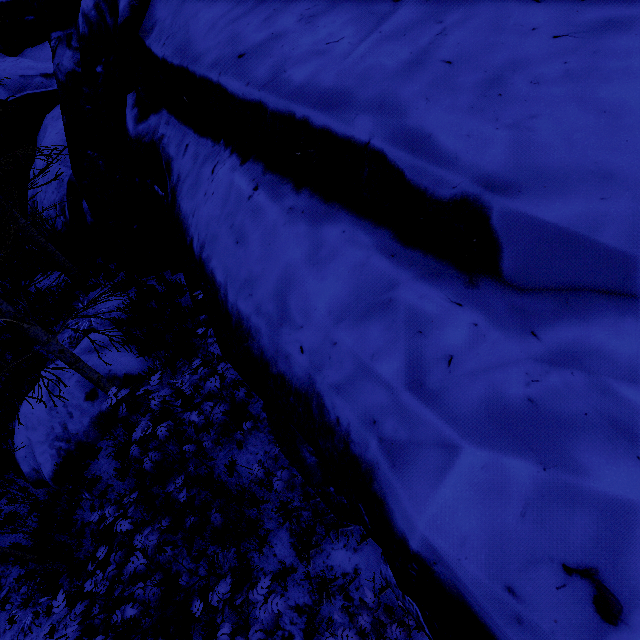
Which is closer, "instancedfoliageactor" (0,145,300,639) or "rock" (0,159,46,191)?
"instancedfoliageactor" (0,145,300,639)

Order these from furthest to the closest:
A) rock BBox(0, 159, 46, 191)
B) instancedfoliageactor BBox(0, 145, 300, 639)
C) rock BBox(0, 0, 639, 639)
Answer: rock BBox(0, 159, 46, 191) → instancedfoliageactor BBox(0, 145, 300, 639) → rock BBox(0, 0, 639, 639)

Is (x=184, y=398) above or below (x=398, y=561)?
below

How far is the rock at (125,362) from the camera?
6.9m

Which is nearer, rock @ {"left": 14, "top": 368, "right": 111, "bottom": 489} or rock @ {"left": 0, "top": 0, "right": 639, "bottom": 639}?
rock @ {"left": 0, "top": 0, "right": 639, "bottom": 639}

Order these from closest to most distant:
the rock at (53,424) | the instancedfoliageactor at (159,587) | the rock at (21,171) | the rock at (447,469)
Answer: the rock at (447,469)
the instancedfoliageactor at (159,587)
the rock at (53,424)
the rock at (21,171)

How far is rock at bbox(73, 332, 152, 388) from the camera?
6.90m
